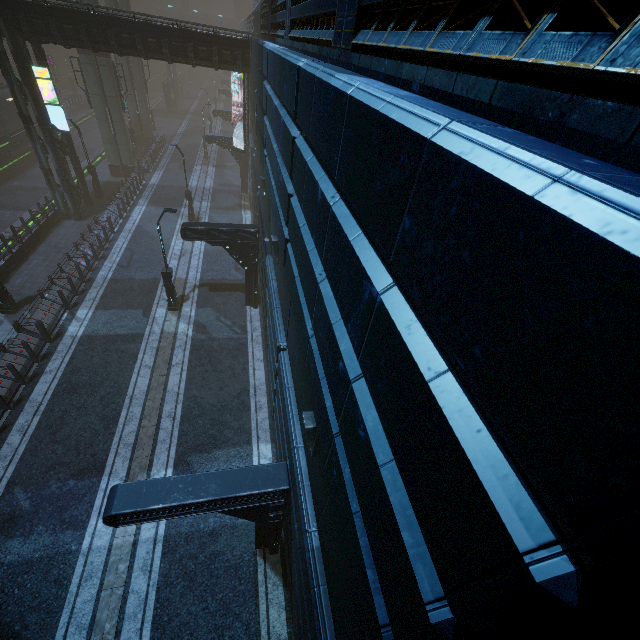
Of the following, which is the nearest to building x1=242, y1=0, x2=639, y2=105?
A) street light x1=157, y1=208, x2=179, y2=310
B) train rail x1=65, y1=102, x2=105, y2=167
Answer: train rail x1=65, y1=102, x2=105, y2=167

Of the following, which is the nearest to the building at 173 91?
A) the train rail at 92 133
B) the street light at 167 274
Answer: the train rail at 92 133

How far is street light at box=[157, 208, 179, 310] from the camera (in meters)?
14.44

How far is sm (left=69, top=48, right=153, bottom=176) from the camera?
25.2m

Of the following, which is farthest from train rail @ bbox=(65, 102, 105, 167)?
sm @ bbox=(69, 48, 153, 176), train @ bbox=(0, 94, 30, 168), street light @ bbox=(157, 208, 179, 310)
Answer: street light @ bbox=(157, 208, 179, 310)

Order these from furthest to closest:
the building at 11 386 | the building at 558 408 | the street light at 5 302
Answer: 1. the street light at 5 302
2. the building at 11 386
3. the building at 558 408

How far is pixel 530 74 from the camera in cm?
239

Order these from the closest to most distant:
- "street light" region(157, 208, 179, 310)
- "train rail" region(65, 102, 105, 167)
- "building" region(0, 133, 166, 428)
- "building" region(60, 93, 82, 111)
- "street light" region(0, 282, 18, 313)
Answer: "building" region(0, 133, 166, 428)
"street light" region(157, 208, 179, 310)
"street light" region(0, 282, 18, 313)
"train rail" region(65, 102, 105, 167)
"building" region(60, 93, 82, 111)
